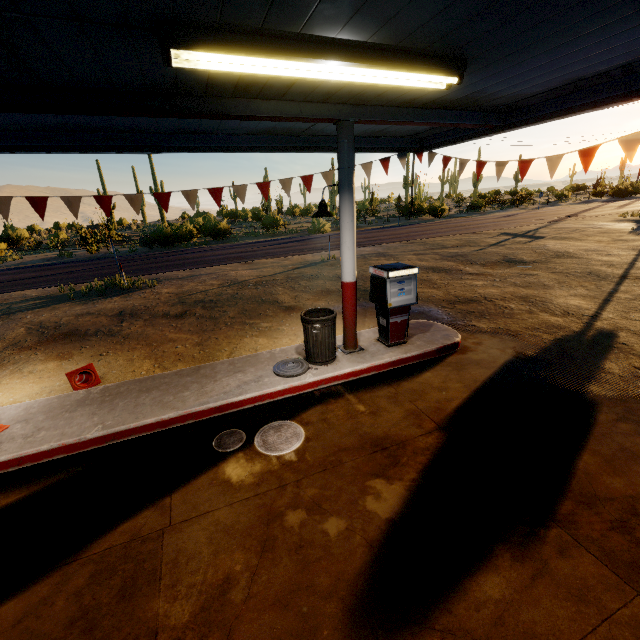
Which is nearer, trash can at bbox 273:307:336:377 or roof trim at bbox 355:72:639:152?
roof trim at bbox 355:72:639:152

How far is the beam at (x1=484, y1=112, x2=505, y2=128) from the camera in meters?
5.8

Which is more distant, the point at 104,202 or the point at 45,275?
the point at 45,275

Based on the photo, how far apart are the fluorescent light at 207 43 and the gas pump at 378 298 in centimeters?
265cm

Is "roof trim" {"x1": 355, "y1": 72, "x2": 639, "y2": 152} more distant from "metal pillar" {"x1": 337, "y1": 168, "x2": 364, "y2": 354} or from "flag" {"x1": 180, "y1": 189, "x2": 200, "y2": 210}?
"metal pillar" {"x1": 337, "y1": 168, "x2": 364, "y2": 354}

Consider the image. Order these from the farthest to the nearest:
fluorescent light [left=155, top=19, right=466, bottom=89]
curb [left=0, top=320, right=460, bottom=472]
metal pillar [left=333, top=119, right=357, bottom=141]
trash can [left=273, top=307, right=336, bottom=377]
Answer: trash can [left=273, top=307, right=336, bottom=377]
metal pillar [left=333, top=119, right=357, bottom=141]
curb [left=0, top=320, right=460, bottom=472]
fluorescent light [left=155, top=19, right=466, bottom=89]

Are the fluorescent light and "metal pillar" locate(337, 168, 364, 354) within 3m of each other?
yes

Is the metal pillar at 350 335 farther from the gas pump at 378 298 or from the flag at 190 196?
the flag at 190 196
